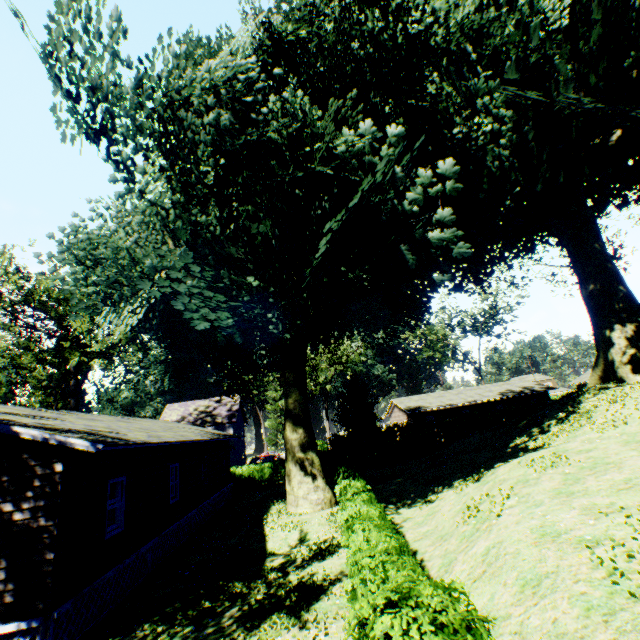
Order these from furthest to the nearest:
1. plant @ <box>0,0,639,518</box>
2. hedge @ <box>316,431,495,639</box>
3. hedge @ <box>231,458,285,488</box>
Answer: hedge @ <box>231,458,285,488</box>
plant @ <box>0,0,639,518</box>
hedge @ <box>316,431,495,639</box>

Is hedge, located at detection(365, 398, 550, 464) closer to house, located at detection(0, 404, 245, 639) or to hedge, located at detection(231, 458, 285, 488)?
hedge, located at detection(231, 458, 285, 488)

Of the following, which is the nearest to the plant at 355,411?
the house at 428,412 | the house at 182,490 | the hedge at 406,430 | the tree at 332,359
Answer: the house at 182,490

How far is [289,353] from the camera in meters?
18.4 m

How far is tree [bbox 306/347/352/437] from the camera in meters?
54.9 m

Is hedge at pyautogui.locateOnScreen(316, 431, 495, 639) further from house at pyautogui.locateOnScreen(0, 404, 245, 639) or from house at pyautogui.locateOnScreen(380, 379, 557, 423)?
house at pyautogui.locateOnScreen(380, 379, 557, 423)

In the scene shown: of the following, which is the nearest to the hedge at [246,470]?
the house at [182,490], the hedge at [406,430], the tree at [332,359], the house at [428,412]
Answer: the hedge at [406,430]

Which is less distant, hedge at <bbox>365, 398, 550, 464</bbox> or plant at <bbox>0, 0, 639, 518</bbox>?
plant at <bbox>0, 0, 639, 518</bbox>
